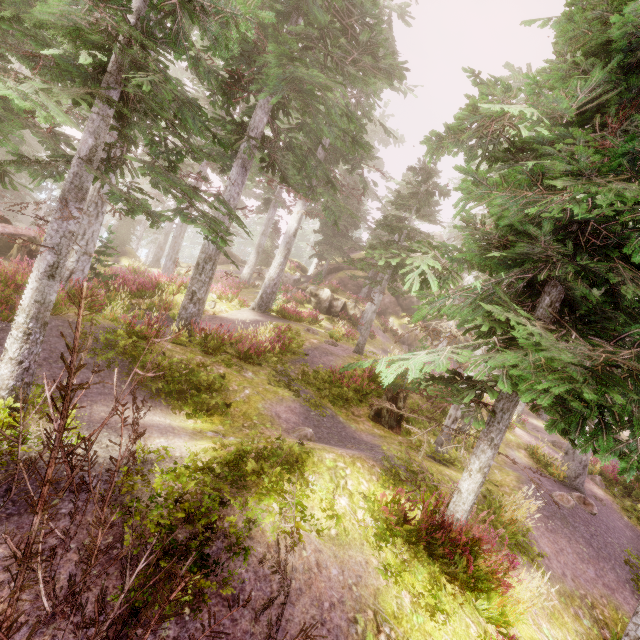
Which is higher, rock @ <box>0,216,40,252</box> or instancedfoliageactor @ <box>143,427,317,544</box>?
rock @ <box>0,216,40,252</box>

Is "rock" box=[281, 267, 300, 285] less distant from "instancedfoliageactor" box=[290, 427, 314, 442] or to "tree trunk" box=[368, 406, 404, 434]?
"instancedfoliageactor" box=[290, 427, 314, 442]

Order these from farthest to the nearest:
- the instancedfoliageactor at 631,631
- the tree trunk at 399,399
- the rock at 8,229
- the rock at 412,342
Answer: the rock at 412,342, the rock at 8,229, the tree trunk at 399,399, the instancedfoliageactor at 631,631

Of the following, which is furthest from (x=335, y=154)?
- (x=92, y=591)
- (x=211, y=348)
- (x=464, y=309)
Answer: (x=92, y=591)

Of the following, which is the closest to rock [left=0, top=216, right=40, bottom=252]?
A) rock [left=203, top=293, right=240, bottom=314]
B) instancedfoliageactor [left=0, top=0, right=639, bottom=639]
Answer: instancedfoliageactor [left=0, top=0, right=639, bottom=639]

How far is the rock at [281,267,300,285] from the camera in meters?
32.3 m

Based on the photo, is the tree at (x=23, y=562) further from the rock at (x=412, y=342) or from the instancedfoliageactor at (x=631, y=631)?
the rock at (x=412, y=342)

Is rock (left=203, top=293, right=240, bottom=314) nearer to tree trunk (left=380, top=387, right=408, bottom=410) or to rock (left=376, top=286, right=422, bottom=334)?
tree trunk (left=380, top=387, right=408, bottom=410)
